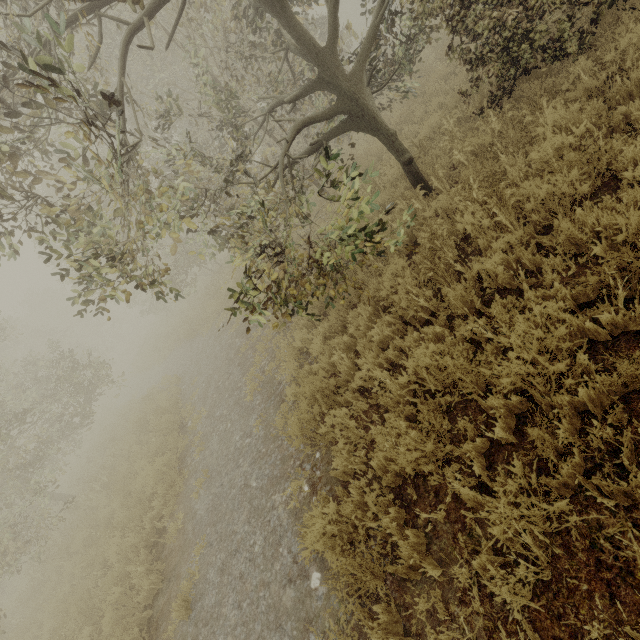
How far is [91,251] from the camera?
3.9m
